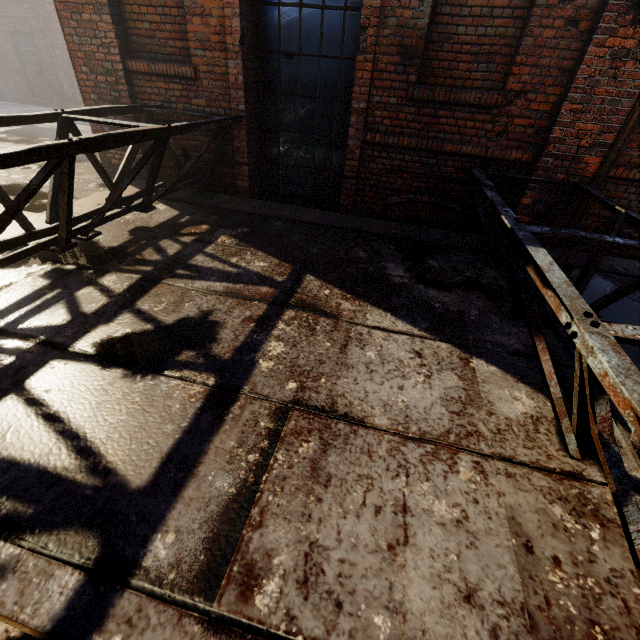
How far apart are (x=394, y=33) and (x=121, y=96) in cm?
393

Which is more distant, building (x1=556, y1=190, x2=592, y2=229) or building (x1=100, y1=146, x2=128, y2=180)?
building (x1=100, y1=146, x2=128, y2=180)

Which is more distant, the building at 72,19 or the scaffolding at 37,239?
the building at 72,19

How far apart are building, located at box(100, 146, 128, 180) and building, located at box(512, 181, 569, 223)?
5.56m

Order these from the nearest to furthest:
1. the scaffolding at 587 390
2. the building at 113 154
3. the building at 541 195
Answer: the scaffolding at 587 390 < the building at 541 195 < the building at 113 154

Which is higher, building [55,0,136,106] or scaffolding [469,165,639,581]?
building [55,0,136,106]

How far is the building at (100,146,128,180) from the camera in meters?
5.2 m

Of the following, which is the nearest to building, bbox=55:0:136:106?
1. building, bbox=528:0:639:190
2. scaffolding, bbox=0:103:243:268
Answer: scaffolding, bbox=0:103:243:268
